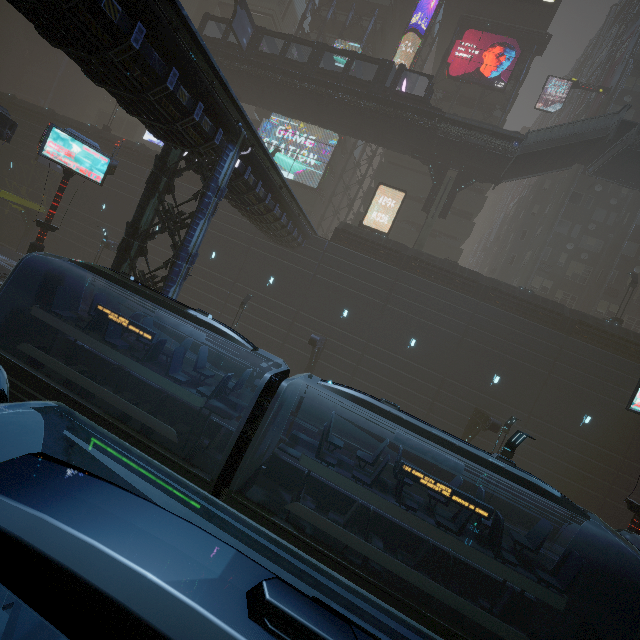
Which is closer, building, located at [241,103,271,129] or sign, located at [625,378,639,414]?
sign, located at [625,378,639,414]

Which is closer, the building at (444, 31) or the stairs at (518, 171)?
the stairs at (518, 171)

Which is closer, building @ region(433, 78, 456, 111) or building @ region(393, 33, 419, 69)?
building @ region(433, 78, 456, 111)

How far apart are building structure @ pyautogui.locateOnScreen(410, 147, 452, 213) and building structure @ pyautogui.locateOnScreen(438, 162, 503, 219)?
0.68m

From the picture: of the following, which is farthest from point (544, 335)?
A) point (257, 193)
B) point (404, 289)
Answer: point (257, 193)

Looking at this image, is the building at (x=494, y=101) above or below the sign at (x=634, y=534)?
above
